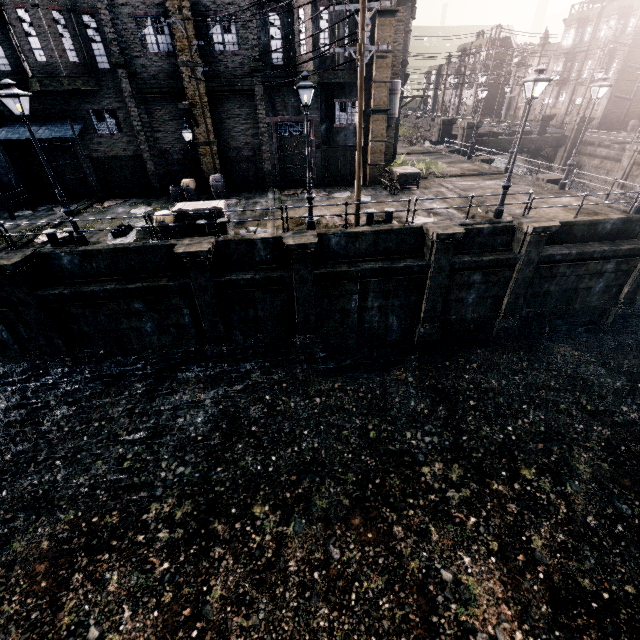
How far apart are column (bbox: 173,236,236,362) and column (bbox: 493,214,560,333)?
14.3 meters

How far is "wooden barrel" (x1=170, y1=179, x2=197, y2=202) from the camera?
19.98m

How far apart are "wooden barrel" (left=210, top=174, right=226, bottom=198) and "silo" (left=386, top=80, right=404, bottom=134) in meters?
11.3

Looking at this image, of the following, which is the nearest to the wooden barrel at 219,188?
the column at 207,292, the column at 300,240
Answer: the column at 207,292

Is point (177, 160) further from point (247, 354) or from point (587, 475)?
point (587, 475)

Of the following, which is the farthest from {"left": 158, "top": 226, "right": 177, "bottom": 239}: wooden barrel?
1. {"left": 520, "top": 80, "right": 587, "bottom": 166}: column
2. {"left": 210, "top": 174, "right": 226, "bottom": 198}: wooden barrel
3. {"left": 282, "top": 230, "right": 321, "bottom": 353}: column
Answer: {"left": 520, "top": 80, "right": 587, "bottom": 166}: column

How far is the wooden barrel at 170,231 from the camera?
14.7 meters

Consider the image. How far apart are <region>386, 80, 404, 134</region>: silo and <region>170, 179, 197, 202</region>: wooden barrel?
13.0m
